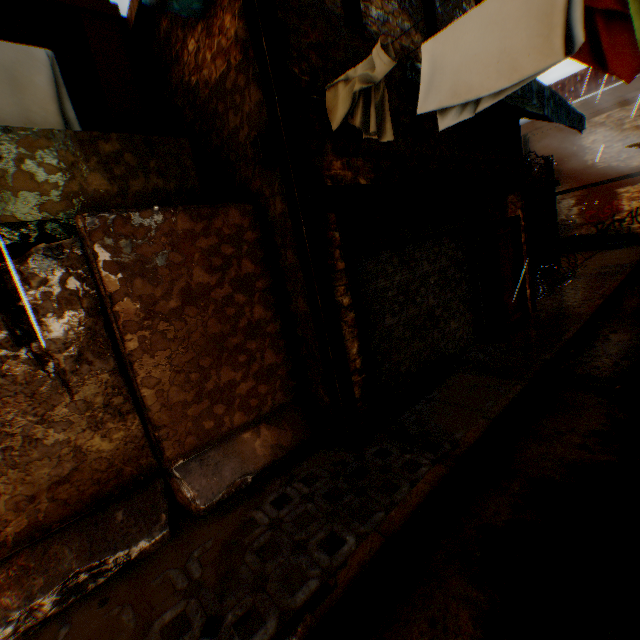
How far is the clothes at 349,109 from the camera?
2.92m

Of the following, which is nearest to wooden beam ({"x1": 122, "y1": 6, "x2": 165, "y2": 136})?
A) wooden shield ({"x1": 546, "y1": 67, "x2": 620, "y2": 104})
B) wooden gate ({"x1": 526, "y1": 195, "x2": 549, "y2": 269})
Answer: wooden gate ({"x1": 526, "y1": 195, "x2": 549, "y2": 269})

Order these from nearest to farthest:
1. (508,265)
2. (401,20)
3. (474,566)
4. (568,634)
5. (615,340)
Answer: (568,634) → (474,566) → (401,20) → (615,340) → (508,265)

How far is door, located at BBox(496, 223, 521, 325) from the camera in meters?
7.4 m

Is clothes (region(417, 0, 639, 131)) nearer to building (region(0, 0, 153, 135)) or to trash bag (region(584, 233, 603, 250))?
building (region(0, 0, 153, 135))

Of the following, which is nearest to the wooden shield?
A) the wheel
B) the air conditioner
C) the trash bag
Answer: the wheel

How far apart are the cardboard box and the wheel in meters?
0.4 m

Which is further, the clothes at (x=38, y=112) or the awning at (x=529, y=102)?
the awning at (x=529, y=102)
